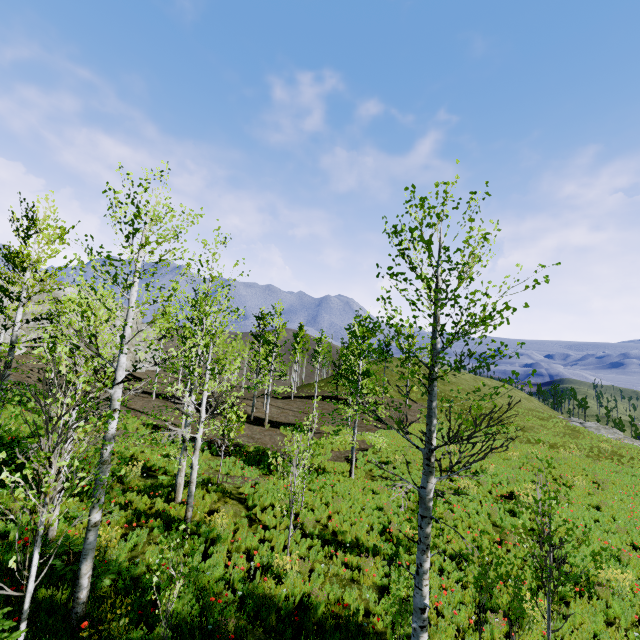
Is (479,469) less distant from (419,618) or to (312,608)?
(312,608)
